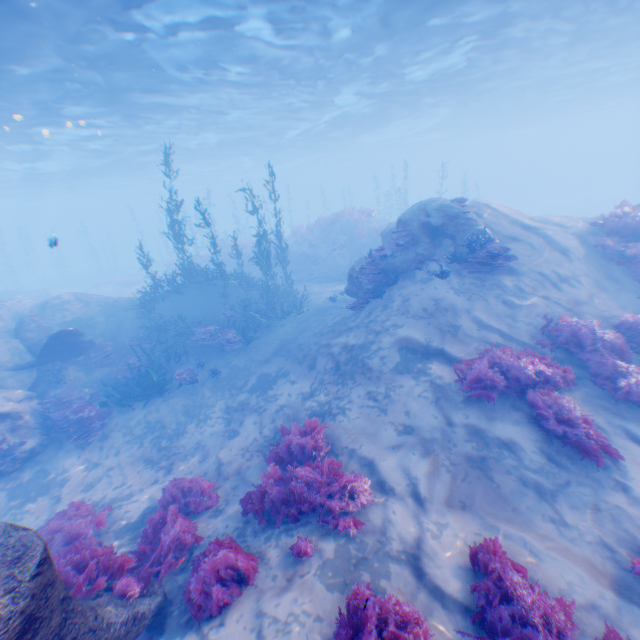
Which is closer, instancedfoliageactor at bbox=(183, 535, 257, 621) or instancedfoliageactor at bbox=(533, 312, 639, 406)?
instancedfoliageactor at bbox=(183, 535, 257, 621)

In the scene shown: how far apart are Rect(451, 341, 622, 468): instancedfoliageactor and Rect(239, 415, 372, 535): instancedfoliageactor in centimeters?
303cm

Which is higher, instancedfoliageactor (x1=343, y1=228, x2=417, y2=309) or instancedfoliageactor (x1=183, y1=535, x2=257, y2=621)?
instancedfoliageactor (x1=343, y1=228, x2=417, y2=309)

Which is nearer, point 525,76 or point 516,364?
point 516,364

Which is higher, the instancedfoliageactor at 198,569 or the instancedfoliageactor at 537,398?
the instancedfoliageactor at 537,398

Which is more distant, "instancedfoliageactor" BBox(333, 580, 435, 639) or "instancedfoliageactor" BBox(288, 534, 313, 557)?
"instancedfoliageactor" BBox(288, 534, 313, 557)

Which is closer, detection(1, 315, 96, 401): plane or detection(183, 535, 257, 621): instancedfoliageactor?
detection(183, 535, 257, 621): instancedfoliageactor

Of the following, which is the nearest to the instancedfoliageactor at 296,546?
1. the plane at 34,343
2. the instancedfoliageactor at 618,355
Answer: the instancedfoliageactor at 618,355
